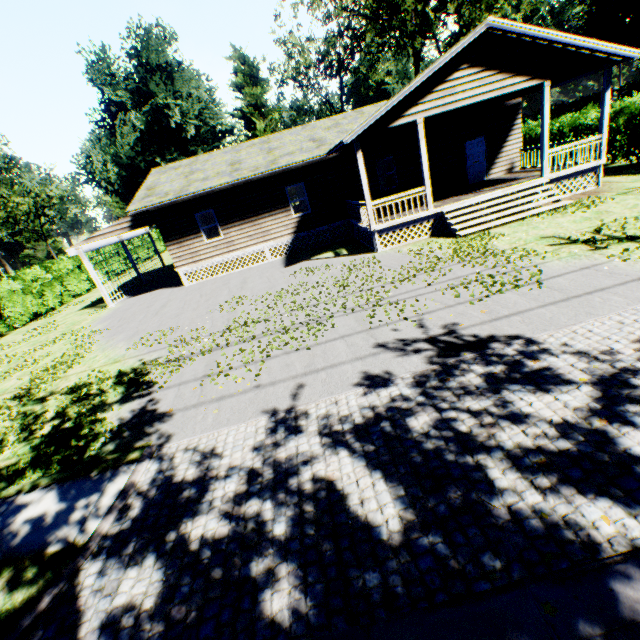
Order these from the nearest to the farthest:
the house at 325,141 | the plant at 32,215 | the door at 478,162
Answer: the house at 325,141, the door at 478,162, the plant at 32,215

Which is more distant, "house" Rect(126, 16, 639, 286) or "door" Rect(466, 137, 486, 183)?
"door" Rect(466, 137, 486, 183)

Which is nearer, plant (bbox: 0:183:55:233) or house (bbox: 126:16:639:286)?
house (bbox: 126:16:639:286)

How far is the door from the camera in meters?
17.3

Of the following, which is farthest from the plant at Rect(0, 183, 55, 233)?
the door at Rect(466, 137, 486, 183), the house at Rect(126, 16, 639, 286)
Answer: the door at Rect(466, 137, 486, 183)

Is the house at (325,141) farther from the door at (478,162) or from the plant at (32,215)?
the plant at (32,215)

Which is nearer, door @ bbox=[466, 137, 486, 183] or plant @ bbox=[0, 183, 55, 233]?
door @ bbox=[466, 137, 486, 183]

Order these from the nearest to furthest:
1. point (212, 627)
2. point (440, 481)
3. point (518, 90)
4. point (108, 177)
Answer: point (212, 627) → point (440, 481) → point (518, 90) → point (108, 177)
